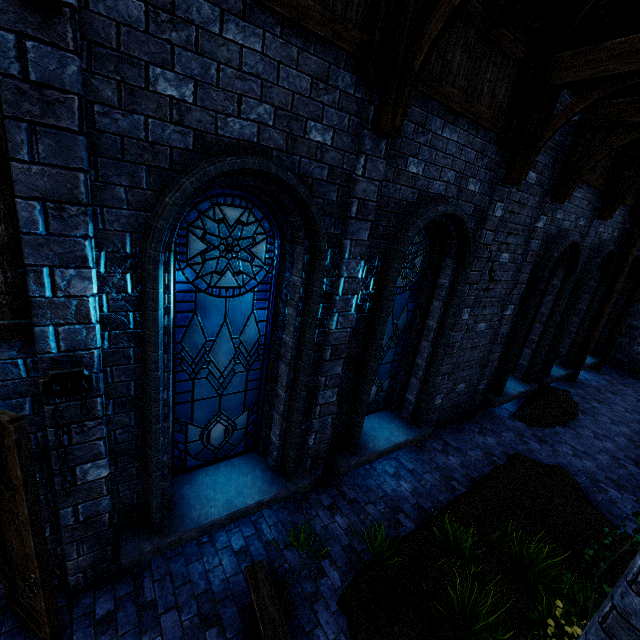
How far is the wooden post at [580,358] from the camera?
10.98m

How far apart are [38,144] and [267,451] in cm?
444

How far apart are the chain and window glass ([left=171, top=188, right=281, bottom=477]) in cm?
80

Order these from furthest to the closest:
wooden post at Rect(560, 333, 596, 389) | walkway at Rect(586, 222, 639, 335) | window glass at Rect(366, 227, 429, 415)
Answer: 1. wooden post at Rect(560, 333, 596, 389)
2. walkway at Rect(586, 222, 639, 335)
3. window glass at Rect(366, 227, 429, 415)

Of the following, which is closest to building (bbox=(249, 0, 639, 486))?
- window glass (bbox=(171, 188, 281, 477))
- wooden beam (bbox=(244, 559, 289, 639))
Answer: window glass (bbox=(171, 188, 281, 477))

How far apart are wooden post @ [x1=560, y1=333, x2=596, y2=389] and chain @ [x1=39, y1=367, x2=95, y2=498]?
13.8 meters

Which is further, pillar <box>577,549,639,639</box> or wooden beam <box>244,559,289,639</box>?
wooden beam <box>244,559,289,639</box>

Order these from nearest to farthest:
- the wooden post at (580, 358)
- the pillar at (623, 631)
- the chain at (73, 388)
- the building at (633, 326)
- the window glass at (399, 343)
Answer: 1. the pillar at (623, 631)
2. the chain at (73, 388)
3. the window glass at (399, 343)
4. the wooden post at (580, 358)
5. the building at (633, 326)
